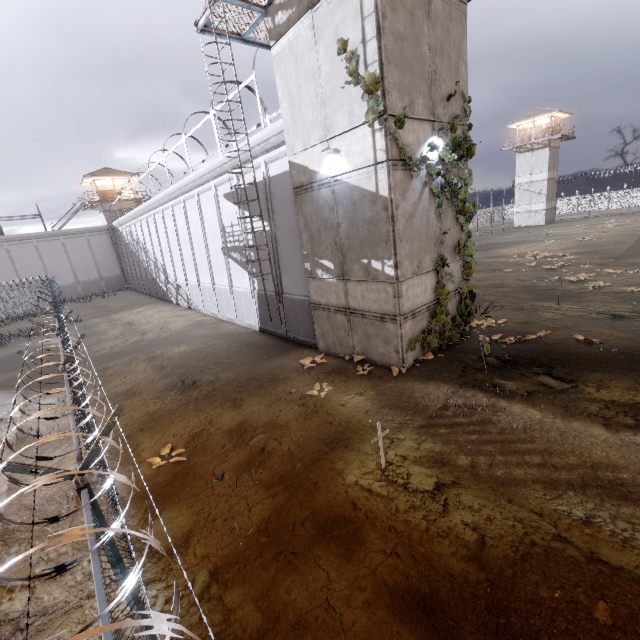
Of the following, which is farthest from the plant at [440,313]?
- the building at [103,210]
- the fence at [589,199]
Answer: the building at [103,210]

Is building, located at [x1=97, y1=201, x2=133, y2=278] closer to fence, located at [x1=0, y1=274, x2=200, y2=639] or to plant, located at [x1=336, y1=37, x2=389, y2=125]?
fence, located at [x1=0, y1=274, x2=200, y2=639]

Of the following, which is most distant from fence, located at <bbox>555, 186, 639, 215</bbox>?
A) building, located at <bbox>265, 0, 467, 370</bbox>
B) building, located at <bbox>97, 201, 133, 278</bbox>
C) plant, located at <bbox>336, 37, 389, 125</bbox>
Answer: building, located at <bbox>97, 201, 133, 278</bbox>

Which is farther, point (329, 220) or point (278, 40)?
point (329, 220)

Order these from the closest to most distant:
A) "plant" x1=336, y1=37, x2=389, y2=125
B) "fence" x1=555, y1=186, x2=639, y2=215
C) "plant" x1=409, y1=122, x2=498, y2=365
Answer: "plant" x1=336, y1=37, x2=389, y2=125
"plant" x1=409, y1=122, x2=498, y2=365
"fence" x1=555, y1=186, x2=639, y2=215

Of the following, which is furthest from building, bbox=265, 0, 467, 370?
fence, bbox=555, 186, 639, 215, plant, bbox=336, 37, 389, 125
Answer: fence, bbox=555, 186, 639, 215

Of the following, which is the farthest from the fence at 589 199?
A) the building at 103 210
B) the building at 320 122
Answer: the building at 103 210

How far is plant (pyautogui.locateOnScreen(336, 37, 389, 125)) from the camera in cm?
732
